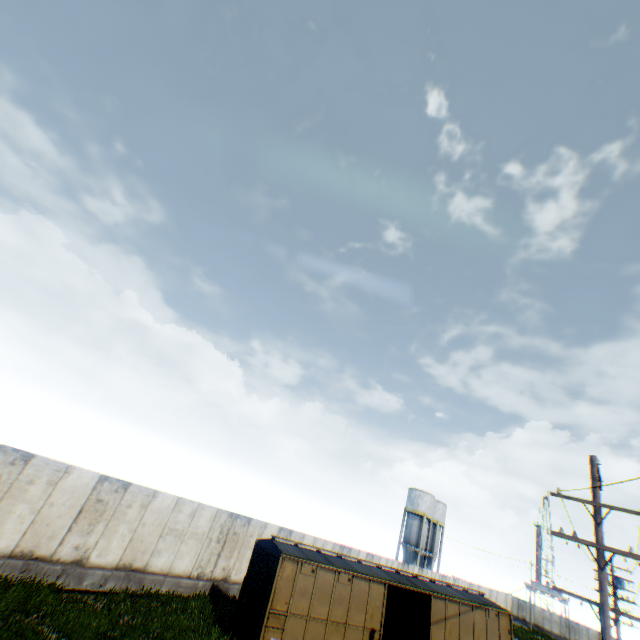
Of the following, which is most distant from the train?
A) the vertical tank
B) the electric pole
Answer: the vertical tank

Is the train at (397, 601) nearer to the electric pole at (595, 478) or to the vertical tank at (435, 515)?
the electric pole at (595, 478)

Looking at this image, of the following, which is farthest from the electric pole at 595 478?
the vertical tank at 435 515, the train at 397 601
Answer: the vertical tank at 435 515

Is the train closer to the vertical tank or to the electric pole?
the electric pole

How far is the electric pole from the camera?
9.5m

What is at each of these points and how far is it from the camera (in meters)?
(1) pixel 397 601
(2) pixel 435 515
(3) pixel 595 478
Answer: (1) train, 16.73
(2) vertical tank, 52.16
(3) electric pole, 10.00
